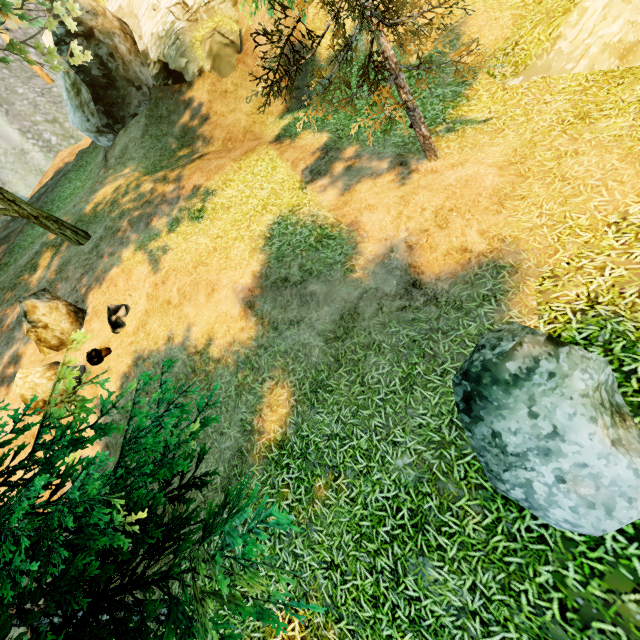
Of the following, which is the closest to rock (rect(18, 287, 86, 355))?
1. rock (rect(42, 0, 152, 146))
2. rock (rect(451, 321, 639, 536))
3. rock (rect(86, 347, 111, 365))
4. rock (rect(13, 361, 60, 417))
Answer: rock (rect(13, 361, 60, 417))

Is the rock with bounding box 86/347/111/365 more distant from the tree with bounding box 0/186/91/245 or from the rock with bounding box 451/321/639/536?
the rock with bounding box 451/321/639/536

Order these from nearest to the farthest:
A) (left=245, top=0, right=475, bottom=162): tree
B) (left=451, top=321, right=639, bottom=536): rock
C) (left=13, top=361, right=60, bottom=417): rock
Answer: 1. (left=451, top=321, right=639, bottom=536): rock
2. (left=245, top=0, right=475, bottom=162): tree
3. (left=13, top=361, right=60, bottom=417): rock

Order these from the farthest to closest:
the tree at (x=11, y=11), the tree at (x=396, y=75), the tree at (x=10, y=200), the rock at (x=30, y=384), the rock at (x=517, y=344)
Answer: the tree at (x=10, y=200) < the tree at (x=11, y=11) < the rock at (x=30, y=384) < the tree at (x=396, y=75) < the rock at (x=517, y=344)

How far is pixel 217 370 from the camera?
7.80m

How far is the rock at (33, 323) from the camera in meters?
9.8

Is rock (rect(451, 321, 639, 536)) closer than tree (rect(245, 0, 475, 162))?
Yes

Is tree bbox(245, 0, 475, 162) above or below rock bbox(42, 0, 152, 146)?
below
